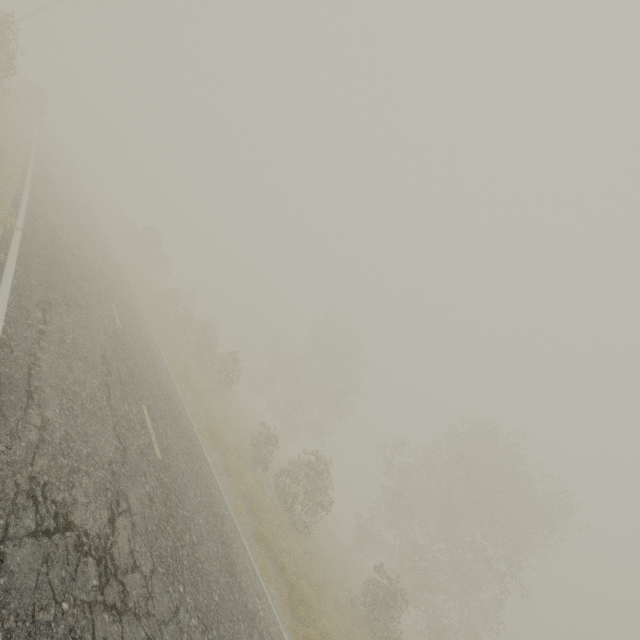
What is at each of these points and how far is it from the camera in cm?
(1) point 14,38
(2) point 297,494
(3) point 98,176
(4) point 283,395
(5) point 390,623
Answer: (1) tree, 1430
(2) tree, 1683
(3) tree, 5372
(4) tree, 3769
(5) tree, 1537

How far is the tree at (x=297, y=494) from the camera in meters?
16.2 m

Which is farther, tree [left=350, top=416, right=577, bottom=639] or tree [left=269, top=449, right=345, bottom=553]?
tree [left=350, top=416, right=577, bottom=639]

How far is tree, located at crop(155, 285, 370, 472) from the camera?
22.53m

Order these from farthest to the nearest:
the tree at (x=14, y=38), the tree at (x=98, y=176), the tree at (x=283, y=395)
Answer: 1. the tree at (x=283, y=395)
2. the tree at (x=98, y=176)
3. the tree at (x=14, y=38)

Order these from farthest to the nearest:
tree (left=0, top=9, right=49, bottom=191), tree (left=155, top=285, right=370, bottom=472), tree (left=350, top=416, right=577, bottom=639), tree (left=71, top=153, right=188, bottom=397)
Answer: tree (left=155, top=285, right=370, bottom=472) → tree (left=350, top=416, right=577, bottom=639) → tree (left=71, top=153, right=188, bottom=397) → tree (left=0, top=9, right=49, bottom=191)
